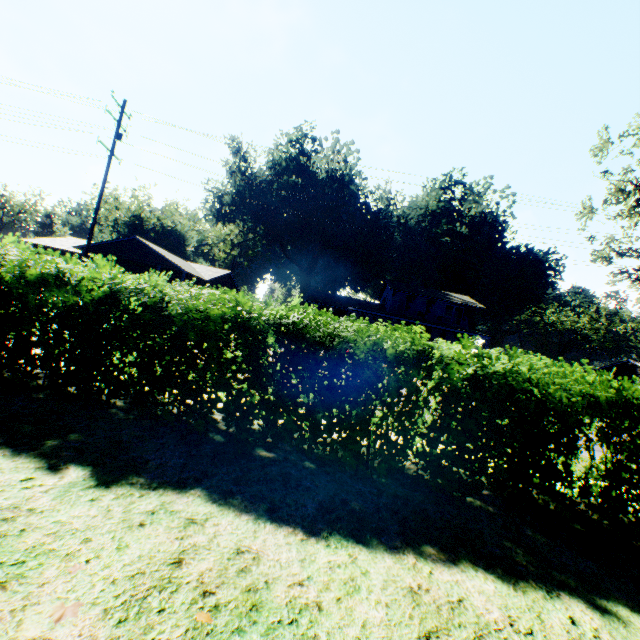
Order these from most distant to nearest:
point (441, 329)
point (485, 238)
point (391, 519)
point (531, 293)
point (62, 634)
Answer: point (485, 238)
point (531, 293)
point (441, 329)
point (391, 519)
point (62, 634)

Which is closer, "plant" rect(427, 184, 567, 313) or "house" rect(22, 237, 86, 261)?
"house" rect(22, 237, 86, 261)

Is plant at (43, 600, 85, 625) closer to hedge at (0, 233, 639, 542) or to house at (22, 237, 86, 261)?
hedge at (0, 233, 639, 542)

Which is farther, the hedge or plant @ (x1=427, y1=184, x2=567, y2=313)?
plant @ (x1=427, y1=184, x2=567, y2=313)

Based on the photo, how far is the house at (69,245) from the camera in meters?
30.5 m

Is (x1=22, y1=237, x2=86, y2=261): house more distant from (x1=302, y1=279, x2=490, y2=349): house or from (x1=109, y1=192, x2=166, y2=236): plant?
(x1=109, y1=192, x2=166, y2=236): plant

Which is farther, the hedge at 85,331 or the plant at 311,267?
the plant at 311,267
